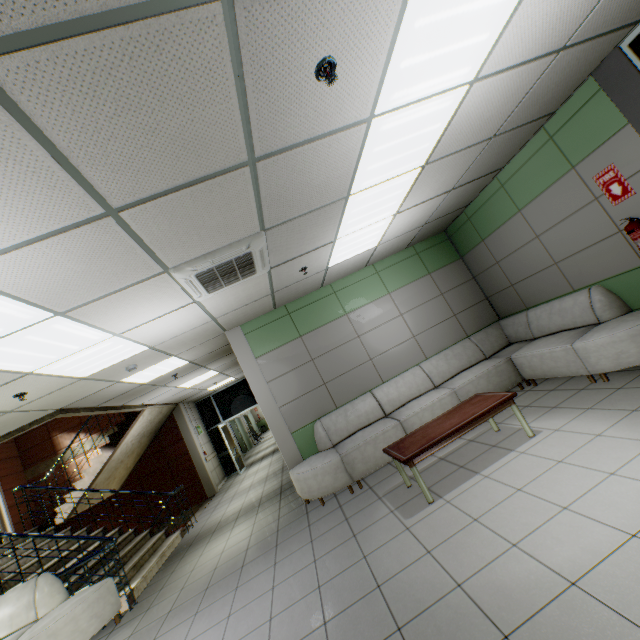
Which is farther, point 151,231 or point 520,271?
point 520,271

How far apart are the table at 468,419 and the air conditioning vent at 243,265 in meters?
2.7 m

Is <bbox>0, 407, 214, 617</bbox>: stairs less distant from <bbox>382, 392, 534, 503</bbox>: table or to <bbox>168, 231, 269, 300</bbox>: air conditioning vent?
<bbox>168, 231, 269, 300</bbox>: air conditioning vent

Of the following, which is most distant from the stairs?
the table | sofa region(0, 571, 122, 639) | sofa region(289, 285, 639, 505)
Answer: the table

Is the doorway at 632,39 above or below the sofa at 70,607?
above

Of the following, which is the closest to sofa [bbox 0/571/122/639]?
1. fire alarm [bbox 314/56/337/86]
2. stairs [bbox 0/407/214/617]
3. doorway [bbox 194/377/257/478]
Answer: stairs [bbox 0/407/214/617]

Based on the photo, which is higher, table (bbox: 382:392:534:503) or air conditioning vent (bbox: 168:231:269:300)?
air conditioning vent (bbox: 168:231:269:300)

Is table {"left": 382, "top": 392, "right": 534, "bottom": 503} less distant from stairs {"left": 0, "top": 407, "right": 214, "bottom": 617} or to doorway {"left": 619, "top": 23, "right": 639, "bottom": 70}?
doorway {"left": 619, "top": 23, "right": 639, "bottom": 70}
